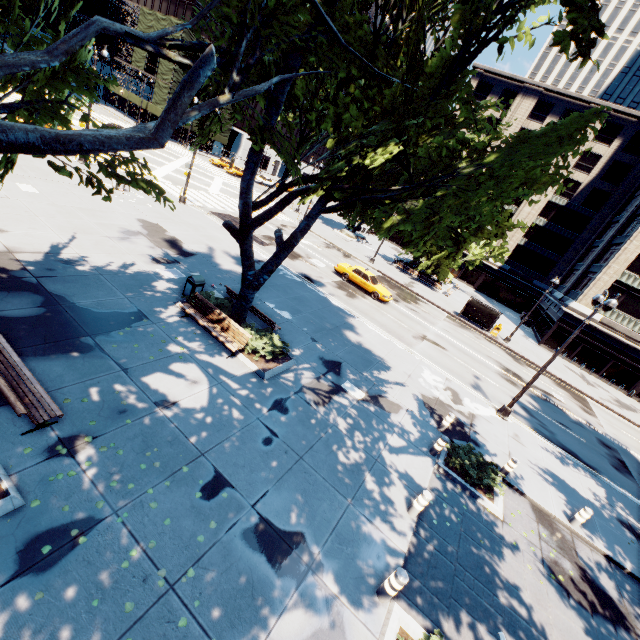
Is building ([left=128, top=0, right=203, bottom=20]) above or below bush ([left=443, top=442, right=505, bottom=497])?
above

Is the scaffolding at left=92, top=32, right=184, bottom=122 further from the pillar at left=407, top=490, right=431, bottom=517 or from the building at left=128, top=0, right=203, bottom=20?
the pillar at left=407, top=490, right=431, bottom=517

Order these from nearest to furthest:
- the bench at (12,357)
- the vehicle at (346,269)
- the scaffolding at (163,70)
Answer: the bench at (12,357) < the vehicle at (346,269) < the scaffolding at (163,70)

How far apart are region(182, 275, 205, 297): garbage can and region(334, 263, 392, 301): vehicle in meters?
14.7

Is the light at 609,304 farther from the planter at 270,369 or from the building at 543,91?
the building at 543,91

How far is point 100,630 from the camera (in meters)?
4.56

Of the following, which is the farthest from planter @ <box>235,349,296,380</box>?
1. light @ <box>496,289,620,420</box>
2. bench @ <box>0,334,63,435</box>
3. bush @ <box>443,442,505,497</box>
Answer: light @ <box>496,289,620,420</box>

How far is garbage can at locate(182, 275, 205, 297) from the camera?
12.85m
